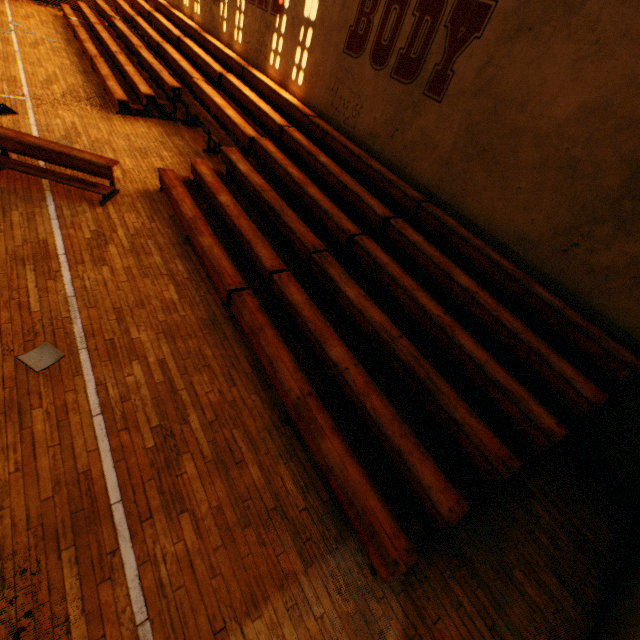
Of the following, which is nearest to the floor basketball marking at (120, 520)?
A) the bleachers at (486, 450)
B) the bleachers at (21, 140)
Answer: the bleachers at (21, 140)

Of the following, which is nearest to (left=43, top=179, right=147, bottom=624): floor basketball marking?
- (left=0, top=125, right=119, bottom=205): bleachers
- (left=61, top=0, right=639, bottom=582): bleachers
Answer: (left=0, top=125, right=119, bottom=205): bleachers

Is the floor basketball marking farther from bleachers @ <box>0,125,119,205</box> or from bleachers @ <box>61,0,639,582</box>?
bleachers @ <box>61,0,639,582</box>

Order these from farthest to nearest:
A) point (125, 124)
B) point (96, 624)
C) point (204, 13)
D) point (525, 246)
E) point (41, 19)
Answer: point (41, 19)
point (204, 13)
point (125, 124)
point (525, 246)
point (96, 624)

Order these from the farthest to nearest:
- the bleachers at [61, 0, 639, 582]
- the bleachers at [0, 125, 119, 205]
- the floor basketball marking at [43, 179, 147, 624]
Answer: the bleachers at [0, 125, 119, 205] < the bleachers at [61, 0, 639, 582] < the floor basketball marking at [43, 179, 147, 624]

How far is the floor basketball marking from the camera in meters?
2.7

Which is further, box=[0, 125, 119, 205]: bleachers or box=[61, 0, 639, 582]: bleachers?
box=[0, 125, 119, 205]: bleachers
